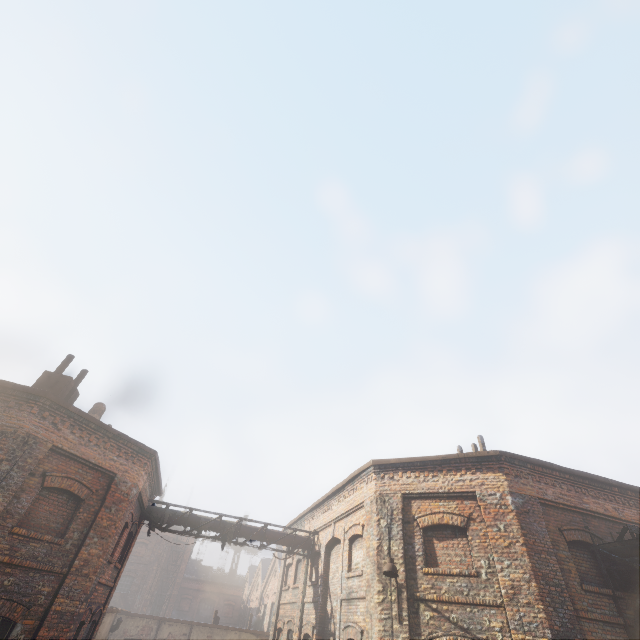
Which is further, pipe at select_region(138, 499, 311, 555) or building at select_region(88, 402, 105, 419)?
building at select_region(88, 402, 105, 419)

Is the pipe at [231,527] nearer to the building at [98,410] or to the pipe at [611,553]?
the building at [98,410]

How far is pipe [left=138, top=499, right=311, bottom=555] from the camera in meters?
14.0

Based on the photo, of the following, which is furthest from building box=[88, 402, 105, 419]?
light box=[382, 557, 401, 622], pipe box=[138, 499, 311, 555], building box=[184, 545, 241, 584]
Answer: building box=[184, 545, 241, 584]

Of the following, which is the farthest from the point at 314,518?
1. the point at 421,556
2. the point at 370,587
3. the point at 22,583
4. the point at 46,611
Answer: the point at 22,583

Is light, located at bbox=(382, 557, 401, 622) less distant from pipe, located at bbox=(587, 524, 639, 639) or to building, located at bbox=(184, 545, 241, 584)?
pipe, located at bbox=(587, 524, 639, 639)

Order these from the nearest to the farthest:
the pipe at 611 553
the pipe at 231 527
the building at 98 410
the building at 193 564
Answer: the pipe at 611 553 < the pipe at 231 527 < the building at 98 410 < the building at 193 564

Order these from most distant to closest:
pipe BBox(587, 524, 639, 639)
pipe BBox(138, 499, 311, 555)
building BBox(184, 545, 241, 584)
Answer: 1. building BBox(184, 545, 241, 584)
2. pipe BBox(138, 499, 311, 555)
3. pipe BBox(587, 524, 639, 639)
